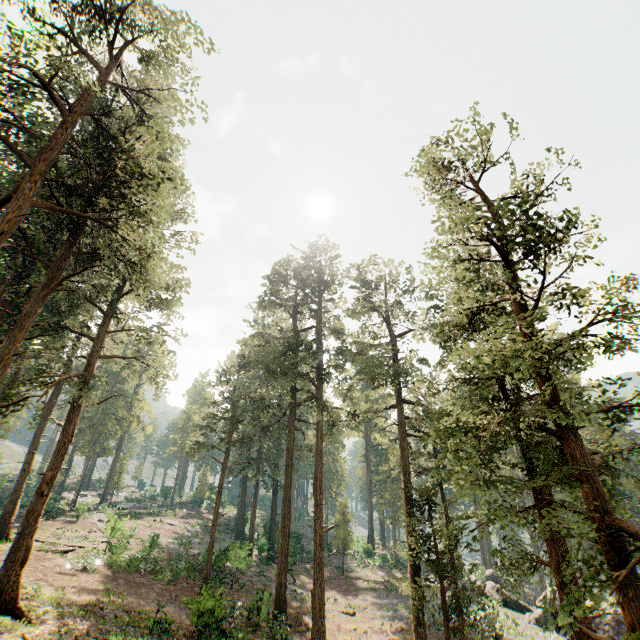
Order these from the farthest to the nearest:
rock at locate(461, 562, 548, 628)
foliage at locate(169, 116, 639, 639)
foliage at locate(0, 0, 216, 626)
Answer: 1. rock at locate(461, 562, 548, 628)
2. foliage at locate(0, 0, 216, 626)
3. foliage at locate(169, 116, 639, 639)

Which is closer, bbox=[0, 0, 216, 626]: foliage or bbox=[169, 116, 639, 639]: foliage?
bbox=[169, 116, 639, 639]: foliage

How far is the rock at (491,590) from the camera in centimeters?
2597cm

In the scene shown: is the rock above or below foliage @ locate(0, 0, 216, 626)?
below

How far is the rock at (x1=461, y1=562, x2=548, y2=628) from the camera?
26.0m

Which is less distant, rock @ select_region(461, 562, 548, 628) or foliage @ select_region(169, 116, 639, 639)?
foliage @ select_region(169, 116, 639, 639)

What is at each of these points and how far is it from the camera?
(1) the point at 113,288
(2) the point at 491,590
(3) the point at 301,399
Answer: (1) foliage, 25.4 meters
(2) rock, 31.2 meters
(3) foliage, 43.5 meters

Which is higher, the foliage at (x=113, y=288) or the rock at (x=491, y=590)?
the foliage at (x=113, y=288)
